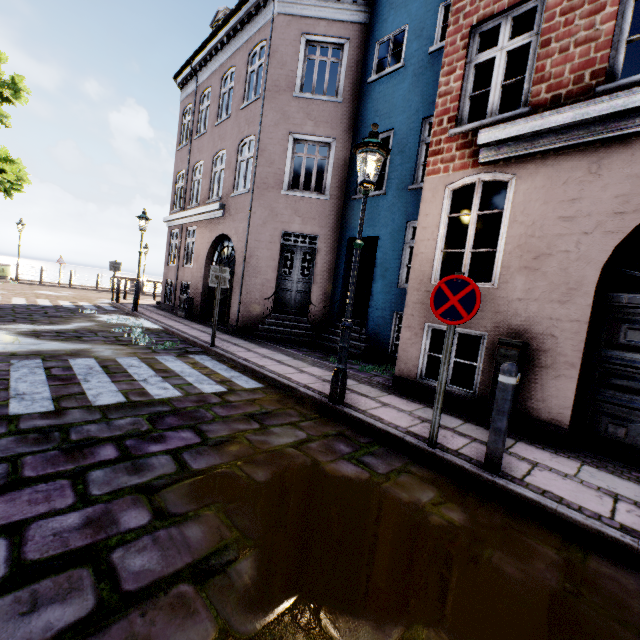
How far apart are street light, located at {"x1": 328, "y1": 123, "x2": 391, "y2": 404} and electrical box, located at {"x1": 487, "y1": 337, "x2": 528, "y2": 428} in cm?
207

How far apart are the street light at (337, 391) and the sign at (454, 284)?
1.23m

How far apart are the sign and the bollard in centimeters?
59cm

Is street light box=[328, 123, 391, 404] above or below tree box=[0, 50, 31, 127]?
below

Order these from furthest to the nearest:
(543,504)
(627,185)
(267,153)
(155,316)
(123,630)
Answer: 1. (155,316)
2. (267,153)
3. (627,185)
4. (543,504)
5. (123,630)

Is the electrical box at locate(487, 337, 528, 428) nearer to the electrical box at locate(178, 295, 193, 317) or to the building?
the building

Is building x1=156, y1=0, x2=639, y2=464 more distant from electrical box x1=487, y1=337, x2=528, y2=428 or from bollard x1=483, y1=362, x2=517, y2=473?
bollard x1=483, y1=362, x2=517, y2=473

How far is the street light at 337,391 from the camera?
4.3 meters
